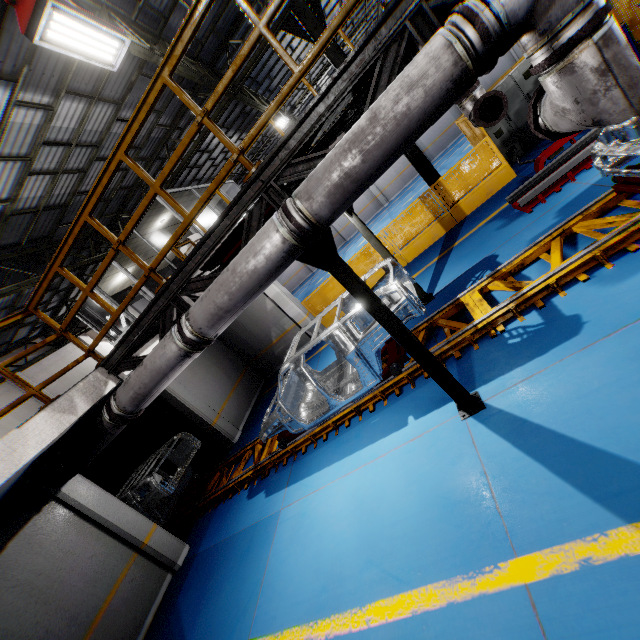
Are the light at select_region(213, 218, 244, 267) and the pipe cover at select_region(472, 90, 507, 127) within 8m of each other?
yes

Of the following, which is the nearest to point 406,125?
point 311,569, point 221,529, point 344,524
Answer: point 344,524

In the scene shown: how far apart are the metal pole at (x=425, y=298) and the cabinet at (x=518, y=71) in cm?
610

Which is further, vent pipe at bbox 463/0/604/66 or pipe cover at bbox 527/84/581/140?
pipe cover at bbox 527/84/581/140

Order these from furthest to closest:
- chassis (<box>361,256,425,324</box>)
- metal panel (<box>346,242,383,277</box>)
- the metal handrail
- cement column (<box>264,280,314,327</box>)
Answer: cement column (<box>264,280,314,327</box>) < metal panel (<box>346,242,383,277</box>) < chassis (<box>361,256,425,324</box>) < the metal handrail

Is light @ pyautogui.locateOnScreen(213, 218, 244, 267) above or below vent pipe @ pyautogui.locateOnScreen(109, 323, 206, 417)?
above

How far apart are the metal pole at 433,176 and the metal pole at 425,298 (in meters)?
4.42

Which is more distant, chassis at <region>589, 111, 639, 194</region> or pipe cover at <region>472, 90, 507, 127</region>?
pipe cover at <region>472, 90, 507, 127</region>
